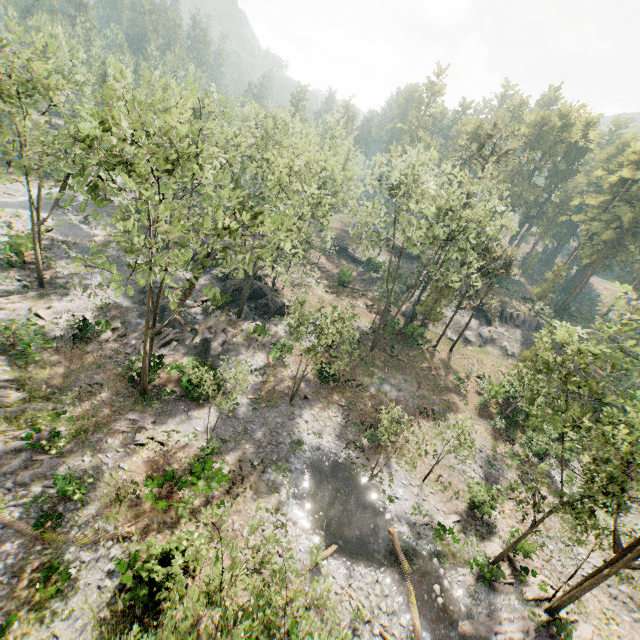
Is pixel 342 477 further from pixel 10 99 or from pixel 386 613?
pixel 10 99

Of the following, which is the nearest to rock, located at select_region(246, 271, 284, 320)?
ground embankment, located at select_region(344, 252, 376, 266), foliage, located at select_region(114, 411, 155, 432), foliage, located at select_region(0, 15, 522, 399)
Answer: foliage, located at select_region(0, 15, 522, 399)

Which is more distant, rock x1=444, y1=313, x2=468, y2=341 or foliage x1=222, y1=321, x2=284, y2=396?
rock x1=444, y1=313, x2=468, y2=341

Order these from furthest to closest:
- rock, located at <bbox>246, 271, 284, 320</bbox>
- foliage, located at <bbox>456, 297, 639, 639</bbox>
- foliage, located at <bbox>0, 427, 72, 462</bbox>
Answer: rock, located at <bbox>246, 271, 284, 320</bbox>
foliage, located at <bbox>0, 427, 72, 462</bbox>
foliage, located at <bbox>456, 297, 639, 639</bbox>

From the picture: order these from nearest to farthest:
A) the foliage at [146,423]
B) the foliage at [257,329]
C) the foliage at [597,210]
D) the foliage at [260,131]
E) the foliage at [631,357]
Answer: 1. the foliage at [260,131]
2. the foliage at [631,357]
3. the foliage at [257,329]
4. the foliage at [146,423]
5. the foliage at [597,210]

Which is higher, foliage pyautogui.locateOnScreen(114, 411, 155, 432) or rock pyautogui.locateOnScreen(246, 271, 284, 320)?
rock pyautogui.locateOnScreen(246, 271, 284, 320)

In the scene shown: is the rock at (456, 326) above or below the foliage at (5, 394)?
above

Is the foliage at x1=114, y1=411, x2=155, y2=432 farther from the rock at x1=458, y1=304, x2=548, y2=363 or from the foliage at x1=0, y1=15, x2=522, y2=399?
the rock at x1=458, y1=304, x2=548, y2=363
